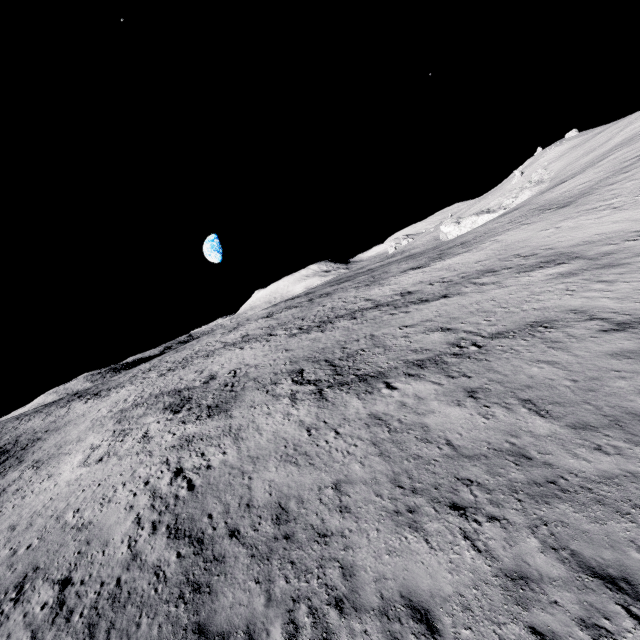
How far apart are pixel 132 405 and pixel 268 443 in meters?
30.0 m
